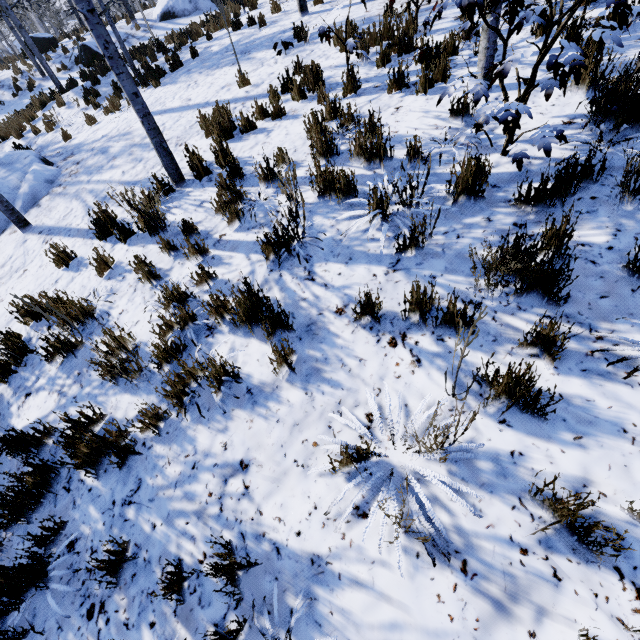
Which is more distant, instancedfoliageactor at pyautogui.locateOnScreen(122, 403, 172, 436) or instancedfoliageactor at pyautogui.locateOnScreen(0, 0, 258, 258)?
instancedfoliageactor at pyautogui.locateOnScreen(0, 0, 258, 258)

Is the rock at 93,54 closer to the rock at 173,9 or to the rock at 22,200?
the rock at 173,9

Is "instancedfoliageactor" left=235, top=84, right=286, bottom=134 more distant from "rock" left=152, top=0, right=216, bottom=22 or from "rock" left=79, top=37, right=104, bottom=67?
"rock" left=152, top=0, right=216, bottom=22

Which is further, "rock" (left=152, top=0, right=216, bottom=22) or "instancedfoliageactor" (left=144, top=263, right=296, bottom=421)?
"rock" (left=152, top=0, right=216, bottom=22)

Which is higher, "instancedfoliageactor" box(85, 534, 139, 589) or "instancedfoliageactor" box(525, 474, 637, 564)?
"instancedfoliageactor" box(525, 474, 637, 564)

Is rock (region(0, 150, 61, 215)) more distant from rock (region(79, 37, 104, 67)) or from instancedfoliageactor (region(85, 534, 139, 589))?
rock (region(79, 37, 104, 67))

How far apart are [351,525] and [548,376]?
1.62m

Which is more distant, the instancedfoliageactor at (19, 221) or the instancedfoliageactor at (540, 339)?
the instancedfoliageactor at (19, 221)
